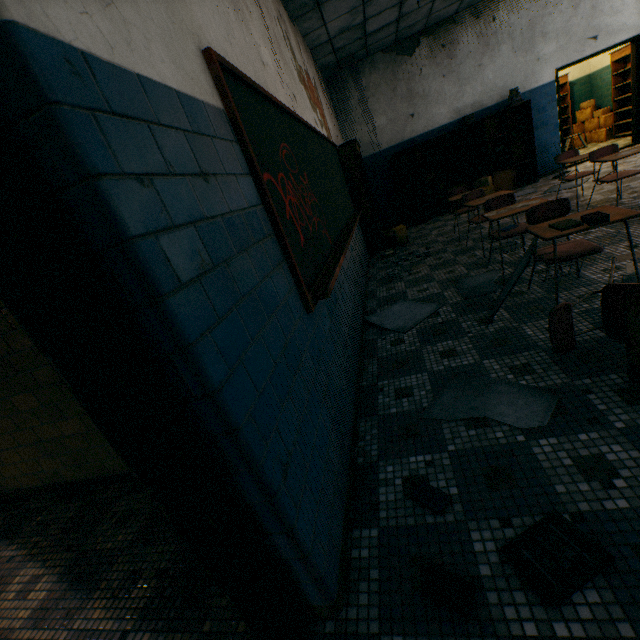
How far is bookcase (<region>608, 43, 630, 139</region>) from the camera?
8.6m

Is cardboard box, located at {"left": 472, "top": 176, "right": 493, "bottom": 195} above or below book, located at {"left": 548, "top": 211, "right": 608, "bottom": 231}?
below

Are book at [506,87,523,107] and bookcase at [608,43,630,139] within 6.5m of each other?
yes

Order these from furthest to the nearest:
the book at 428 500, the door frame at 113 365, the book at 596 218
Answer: the book at 596 218 → the book at 428 500 → the door frame at 113 365

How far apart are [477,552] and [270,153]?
2.3m

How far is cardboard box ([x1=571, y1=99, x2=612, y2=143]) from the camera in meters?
9.6 m

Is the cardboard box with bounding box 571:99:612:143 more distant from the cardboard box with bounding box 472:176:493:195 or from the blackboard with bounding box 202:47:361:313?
the blackboard with bounding box 202:47:361:313

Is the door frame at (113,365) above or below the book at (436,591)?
above
